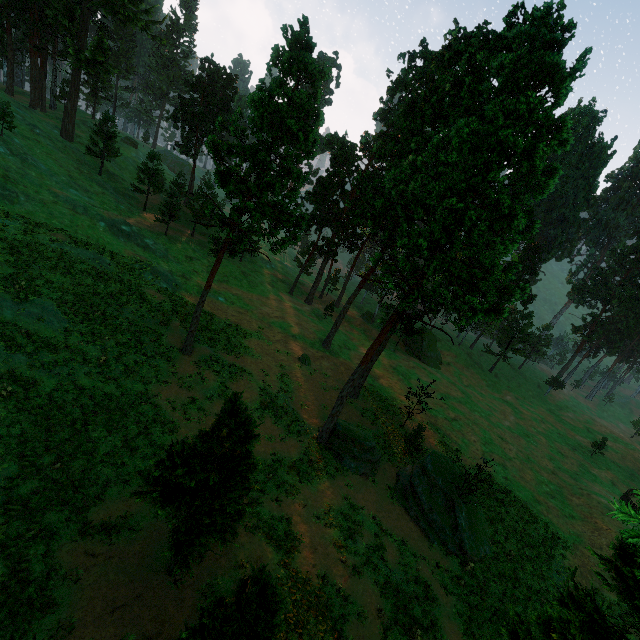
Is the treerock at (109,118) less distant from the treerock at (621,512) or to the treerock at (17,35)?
the treerock at (17,35)

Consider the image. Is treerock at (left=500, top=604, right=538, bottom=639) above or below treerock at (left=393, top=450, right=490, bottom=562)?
above

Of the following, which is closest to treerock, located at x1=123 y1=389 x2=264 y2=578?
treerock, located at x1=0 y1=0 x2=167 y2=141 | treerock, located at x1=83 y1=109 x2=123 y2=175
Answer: treerock, located at x1=83 y1=109 x2=123 y2=175

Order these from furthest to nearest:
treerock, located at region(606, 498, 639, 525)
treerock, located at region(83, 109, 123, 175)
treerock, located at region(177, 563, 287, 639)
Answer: treerock, located at region(83, 109, 123, 175) → treerock, located at region(177, 563, 287, 639) → treerock, located at region(606, 498, 639, 525)

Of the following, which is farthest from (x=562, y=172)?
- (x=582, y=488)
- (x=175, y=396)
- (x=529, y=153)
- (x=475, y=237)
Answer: (x=582, y=488)

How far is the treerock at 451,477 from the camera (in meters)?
22.77

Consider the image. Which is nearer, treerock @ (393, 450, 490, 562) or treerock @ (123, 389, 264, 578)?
treerock @ (123, 389, 264, 578)
